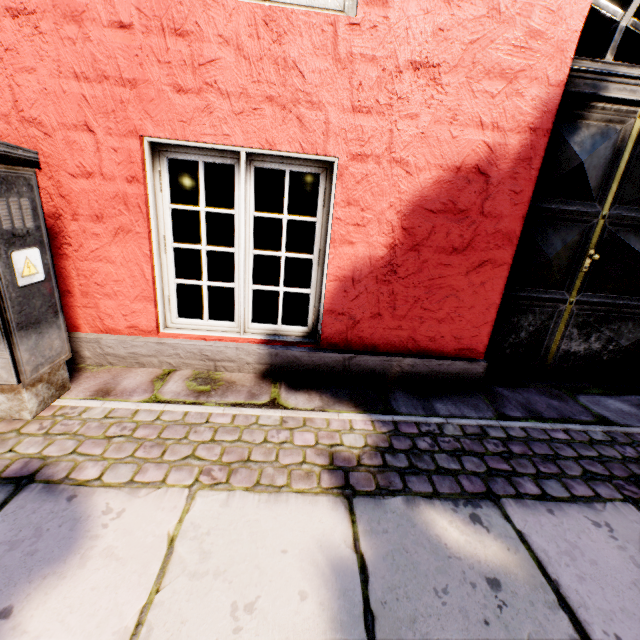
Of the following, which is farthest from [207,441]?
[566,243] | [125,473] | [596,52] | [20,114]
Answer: [596,52]
